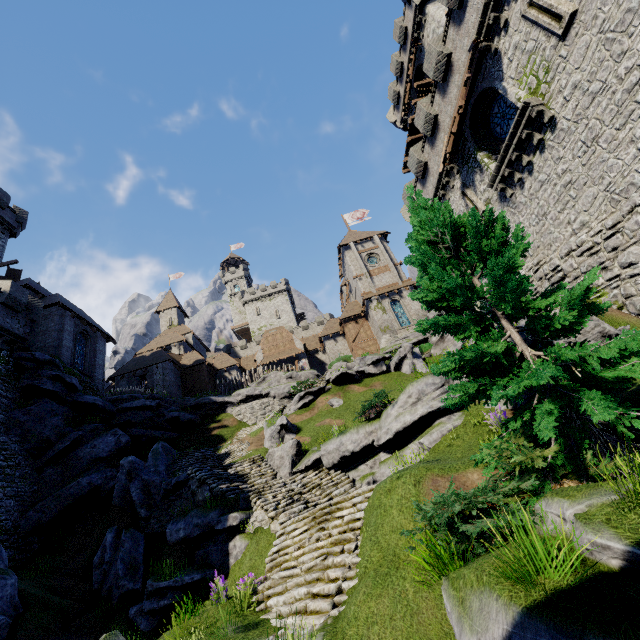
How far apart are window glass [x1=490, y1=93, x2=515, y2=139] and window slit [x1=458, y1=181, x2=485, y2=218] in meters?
2.6 m

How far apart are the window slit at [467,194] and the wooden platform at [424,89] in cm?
1270

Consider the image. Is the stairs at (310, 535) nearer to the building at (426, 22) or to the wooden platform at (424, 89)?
the building at (426, 22)

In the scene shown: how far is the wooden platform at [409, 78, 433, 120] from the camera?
26.4m

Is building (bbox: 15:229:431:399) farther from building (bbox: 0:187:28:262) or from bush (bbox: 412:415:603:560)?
bush (bbox: 412:415:603:560)

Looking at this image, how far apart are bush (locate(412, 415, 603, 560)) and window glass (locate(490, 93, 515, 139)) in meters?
16.7 m

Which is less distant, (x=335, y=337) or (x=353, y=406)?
(x=353, y=406)

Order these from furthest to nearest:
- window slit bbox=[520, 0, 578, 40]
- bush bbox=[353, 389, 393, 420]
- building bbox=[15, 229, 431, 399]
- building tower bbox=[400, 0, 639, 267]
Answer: building bbox=[15, 229, 431, 399]
bush bbox=[353, 389, 393, 420]
window slit bbox=[520, 0, 578, 40]
building tower bbox=[400, 0, 639, 267]
